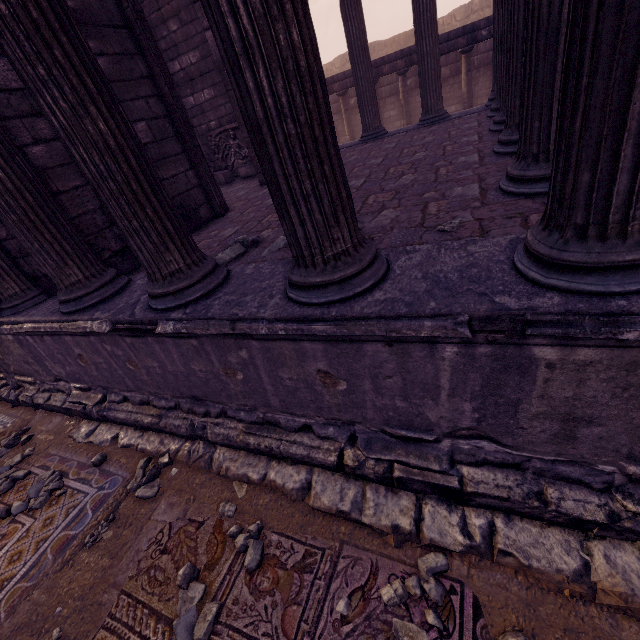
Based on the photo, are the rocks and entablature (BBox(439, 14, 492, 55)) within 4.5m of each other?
no

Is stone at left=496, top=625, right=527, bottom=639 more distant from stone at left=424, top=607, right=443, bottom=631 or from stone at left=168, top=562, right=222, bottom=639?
stone at left=168, top=562, right=222, bottom=639

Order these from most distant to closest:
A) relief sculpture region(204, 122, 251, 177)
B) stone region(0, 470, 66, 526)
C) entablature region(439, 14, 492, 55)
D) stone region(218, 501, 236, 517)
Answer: entablature region(439, 14, 492, 55), relief sculpture region(204, 122, 251, 177), stone region(0, 470, 66, 526), stone region(218, 501, 236, 517)

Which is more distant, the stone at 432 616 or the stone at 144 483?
the stone at 144 483

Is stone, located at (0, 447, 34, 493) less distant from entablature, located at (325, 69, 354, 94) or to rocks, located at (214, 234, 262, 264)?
rocks, located at (214, 234, 262, 264)

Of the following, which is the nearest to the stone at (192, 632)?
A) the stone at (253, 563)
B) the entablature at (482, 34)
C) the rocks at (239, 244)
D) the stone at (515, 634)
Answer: the stone at (253, 563)

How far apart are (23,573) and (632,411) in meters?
4.6

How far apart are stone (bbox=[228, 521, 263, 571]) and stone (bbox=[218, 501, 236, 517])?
0.2m
